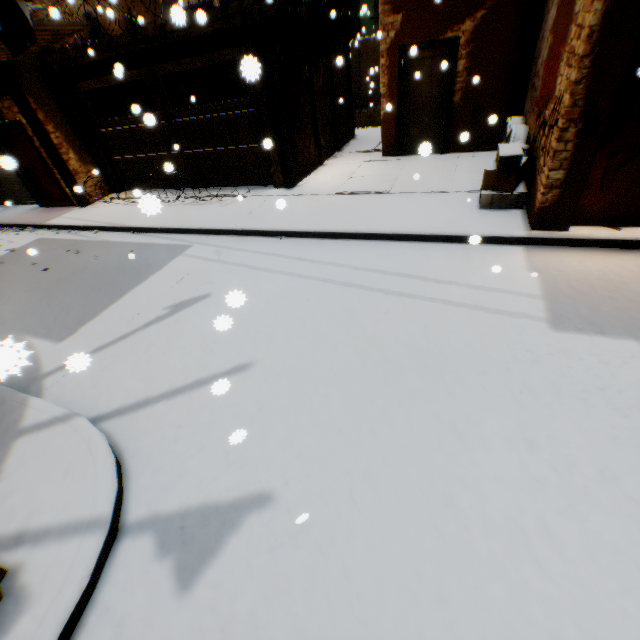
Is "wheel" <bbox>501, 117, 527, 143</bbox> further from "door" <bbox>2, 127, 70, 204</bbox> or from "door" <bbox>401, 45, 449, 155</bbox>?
"door" <bbox>2, 127, 70, 204</bbox>

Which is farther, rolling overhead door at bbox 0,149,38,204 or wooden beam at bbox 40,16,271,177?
rolling overhead door at bbox 0,149,38,204

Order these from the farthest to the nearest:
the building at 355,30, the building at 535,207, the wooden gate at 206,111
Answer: the building at 355,30 → the wooden gate at 206,111 → the building at 535,207

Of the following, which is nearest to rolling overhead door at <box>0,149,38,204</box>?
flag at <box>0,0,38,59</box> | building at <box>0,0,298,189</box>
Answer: building at <box>0,0,298,189</box>

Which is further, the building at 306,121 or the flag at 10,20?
the building at 306,121

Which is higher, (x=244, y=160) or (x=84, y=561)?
(x=244, y=160)

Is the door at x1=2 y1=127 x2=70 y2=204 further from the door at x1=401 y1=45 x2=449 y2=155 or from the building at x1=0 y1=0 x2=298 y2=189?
the door at x1=401 y1=45 x2=449 y2=155

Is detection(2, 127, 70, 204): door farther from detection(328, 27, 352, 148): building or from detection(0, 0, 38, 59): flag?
detection(0, 0, 38, 59): flag
